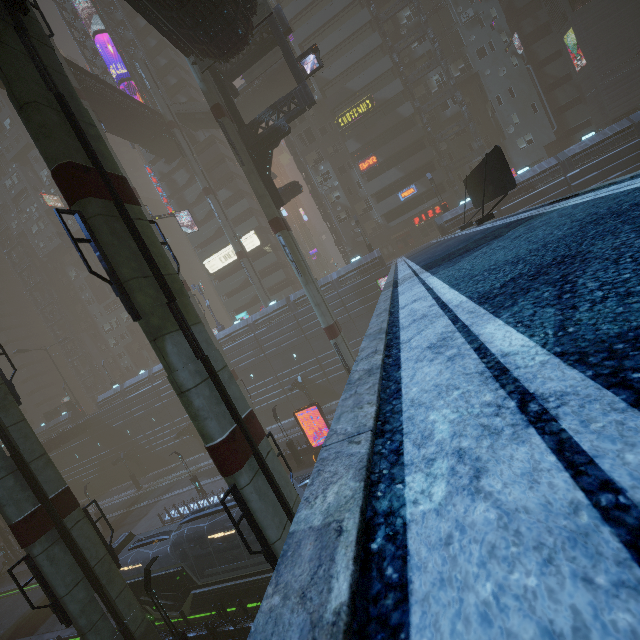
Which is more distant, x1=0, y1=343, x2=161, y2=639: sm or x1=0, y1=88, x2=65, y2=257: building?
x1=0, y1=88, x2=65, y2=257: building

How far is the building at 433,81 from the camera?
40.8 meters

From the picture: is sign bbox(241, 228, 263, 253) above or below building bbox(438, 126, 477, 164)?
above

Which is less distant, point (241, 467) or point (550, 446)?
point (550, 446)

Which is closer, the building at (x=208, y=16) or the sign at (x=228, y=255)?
the building at (x=208, y=16)

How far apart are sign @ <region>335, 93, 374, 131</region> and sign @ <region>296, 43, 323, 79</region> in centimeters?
2003cm

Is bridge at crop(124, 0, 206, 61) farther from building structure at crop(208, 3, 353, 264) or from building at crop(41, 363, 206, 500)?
building structure at crop(208, 3, 353, 264)

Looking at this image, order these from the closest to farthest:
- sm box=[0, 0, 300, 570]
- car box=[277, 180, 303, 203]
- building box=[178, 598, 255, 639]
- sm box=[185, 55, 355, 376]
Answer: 1. sm box=[0, 0, 300, 570]
2. building box=[178, 598, 255, 639]
3. sm box=[185, 55, 355, 376]
4. car box=[277, 180, 303, 203]
